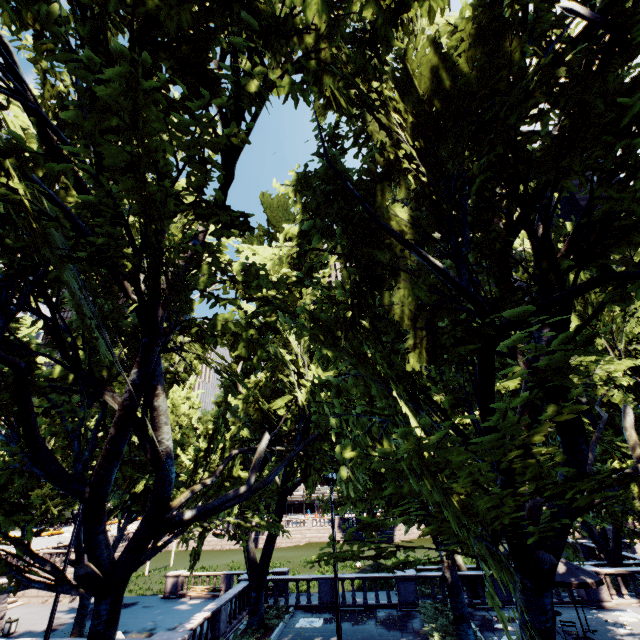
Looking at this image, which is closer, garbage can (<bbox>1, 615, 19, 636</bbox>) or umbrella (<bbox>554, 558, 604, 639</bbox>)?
umbrella (<bbox>554, 558, 604, 639</bbox>)

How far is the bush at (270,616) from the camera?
17.36m

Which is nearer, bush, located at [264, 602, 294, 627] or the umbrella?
the umbrella

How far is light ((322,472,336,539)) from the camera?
13.0m

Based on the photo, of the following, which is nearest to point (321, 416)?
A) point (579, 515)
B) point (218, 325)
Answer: point (218, 325)

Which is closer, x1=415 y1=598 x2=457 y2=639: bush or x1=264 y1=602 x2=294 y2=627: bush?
x1=415 y1=598 x2=457 y2=639: bush

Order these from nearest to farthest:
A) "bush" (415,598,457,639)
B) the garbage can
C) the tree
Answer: the tree → "bush" (415,598,457,639) → the garbage can

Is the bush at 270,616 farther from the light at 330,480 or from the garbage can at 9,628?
the garbage can at 9,628
